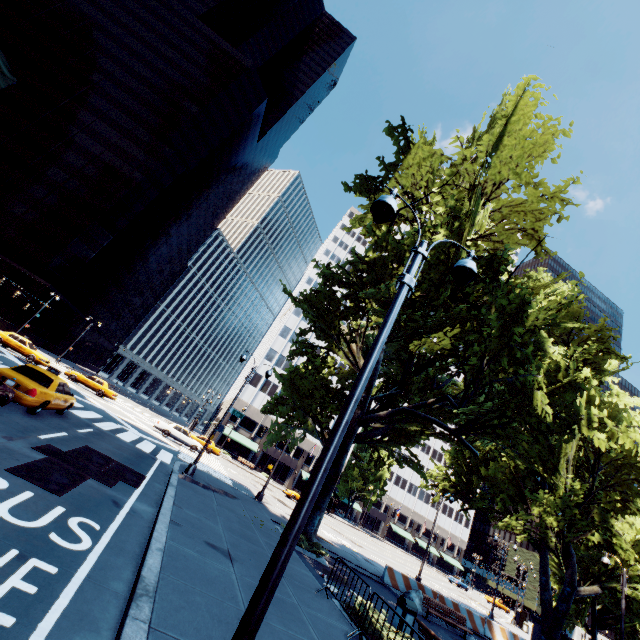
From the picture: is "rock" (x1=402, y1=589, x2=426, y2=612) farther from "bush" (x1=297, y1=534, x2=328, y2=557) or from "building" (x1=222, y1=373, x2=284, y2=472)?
"building" (x1=222, y1=373, x2=284, y2=472)

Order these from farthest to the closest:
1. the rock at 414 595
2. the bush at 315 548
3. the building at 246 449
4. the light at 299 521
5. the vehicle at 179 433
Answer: the building at 246 449
the vehicle at 179 433
the rock at 414 595
the bush at 315 548
the light at 299 521

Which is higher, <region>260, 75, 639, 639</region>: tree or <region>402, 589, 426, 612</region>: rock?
<region>260, 75, 639, 639</region>: tree

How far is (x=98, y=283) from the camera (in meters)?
59.88

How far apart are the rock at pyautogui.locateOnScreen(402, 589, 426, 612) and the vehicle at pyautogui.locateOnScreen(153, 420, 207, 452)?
20.8m

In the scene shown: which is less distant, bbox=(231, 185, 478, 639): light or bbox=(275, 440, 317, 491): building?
bbox=(231, 185, 478, 639): light

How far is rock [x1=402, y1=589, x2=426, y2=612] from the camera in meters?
16.7

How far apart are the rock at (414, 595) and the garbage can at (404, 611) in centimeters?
685cm
